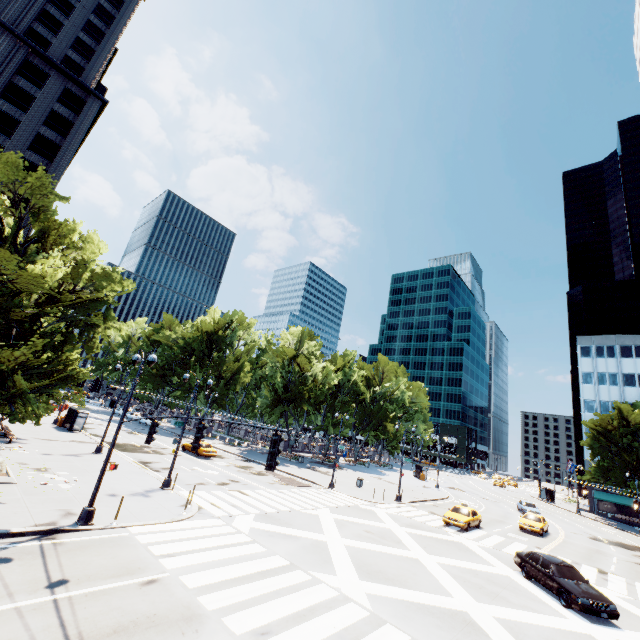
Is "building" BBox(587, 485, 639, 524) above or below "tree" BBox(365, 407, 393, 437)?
below

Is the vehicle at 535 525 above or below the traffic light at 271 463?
below

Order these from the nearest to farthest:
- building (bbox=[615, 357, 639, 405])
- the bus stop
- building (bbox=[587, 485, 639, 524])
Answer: the bus stop < building (bbox=[587, 485, 639, 524]) < building (bbox=[615, 357, 639, 405])

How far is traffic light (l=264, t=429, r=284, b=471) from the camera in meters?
7.8 m

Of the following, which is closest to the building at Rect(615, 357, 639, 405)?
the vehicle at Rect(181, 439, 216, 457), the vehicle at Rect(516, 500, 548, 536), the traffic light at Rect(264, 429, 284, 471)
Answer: the vehicle at Rect(516, 500, 548, 536)

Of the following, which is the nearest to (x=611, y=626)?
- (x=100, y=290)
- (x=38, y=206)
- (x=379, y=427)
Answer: (x=100, y=290)

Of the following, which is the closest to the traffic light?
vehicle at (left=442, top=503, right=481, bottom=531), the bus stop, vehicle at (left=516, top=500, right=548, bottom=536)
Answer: vehicle at (left=442, top=503, right=481, bottom=531)

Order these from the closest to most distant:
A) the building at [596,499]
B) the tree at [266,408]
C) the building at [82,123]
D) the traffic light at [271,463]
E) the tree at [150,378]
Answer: the traffic light at [271,463]
the building at [82,123]
the tree at [266,408]
the building at [596,499]
the tree at [150,378]
